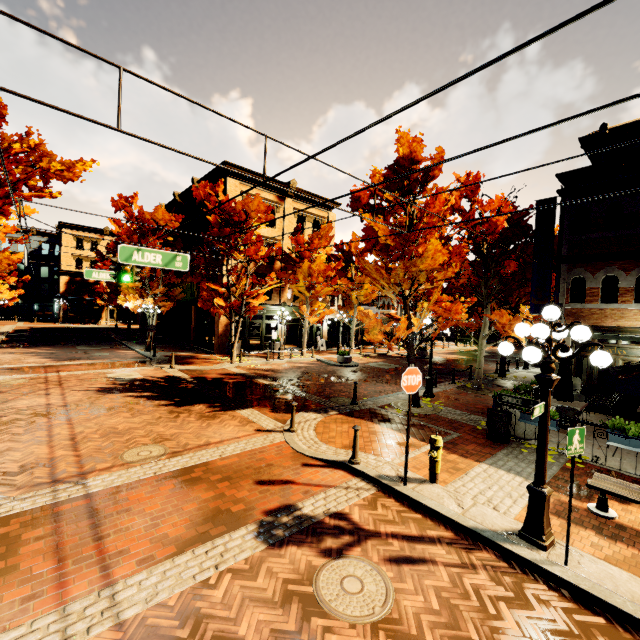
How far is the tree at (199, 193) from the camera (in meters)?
19.31

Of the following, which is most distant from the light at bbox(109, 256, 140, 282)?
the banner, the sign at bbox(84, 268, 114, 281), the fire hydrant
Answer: the banner

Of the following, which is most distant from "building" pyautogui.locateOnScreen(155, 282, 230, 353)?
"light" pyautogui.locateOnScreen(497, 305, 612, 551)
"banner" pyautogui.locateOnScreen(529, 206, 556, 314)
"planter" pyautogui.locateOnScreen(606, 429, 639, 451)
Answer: "light" pyautogui.locateOnScreen(497, 305, 612, 551)

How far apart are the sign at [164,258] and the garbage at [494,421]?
9.5m

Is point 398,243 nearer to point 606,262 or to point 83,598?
point 606,262

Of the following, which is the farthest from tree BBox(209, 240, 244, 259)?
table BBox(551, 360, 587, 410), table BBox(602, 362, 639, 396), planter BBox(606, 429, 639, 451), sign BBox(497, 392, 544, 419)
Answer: sign BBox(497, 392, 544, 419)

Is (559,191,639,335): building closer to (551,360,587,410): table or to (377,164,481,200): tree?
(377,164,481,200): tree

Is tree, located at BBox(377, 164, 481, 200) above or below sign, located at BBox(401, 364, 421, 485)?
above
